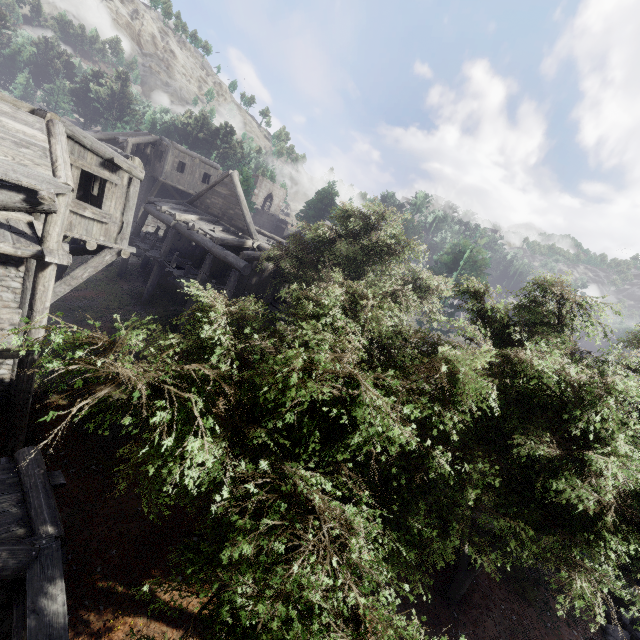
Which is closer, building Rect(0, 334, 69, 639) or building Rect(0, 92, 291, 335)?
building Rect(0, 334, 69, 639)

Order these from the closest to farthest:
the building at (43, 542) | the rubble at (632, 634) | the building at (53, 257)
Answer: the building at (43, 542), the building at (53, 257), the rubble at (632, 634)

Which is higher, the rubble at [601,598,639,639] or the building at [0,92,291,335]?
the building at [0,92,291,335]

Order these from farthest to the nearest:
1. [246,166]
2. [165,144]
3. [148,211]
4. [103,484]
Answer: [246,166] → [165,144] → [148,211] → [103,484]

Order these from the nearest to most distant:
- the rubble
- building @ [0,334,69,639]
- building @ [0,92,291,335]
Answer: building @ [0,334,69,639]
building @ [0,92,291,335]
the rubble

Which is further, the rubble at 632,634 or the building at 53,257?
the rubble at 632,634

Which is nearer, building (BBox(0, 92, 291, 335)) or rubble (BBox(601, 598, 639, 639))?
building (BBox(0, 92, 291, 335))

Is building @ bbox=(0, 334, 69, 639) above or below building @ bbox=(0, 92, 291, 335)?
below
